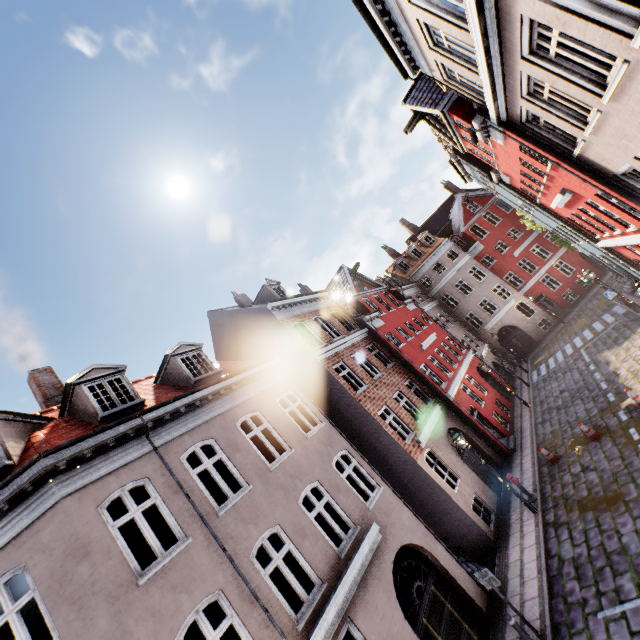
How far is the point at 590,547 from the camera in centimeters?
916cm

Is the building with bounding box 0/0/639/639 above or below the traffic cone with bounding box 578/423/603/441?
above

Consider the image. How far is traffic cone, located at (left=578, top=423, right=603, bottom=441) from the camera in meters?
12.7 m

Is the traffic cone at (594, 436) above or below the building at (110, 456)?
below

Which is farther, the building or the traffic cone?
the traffic cone

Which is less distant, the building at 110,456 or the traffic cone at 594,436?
the building at 110,456
